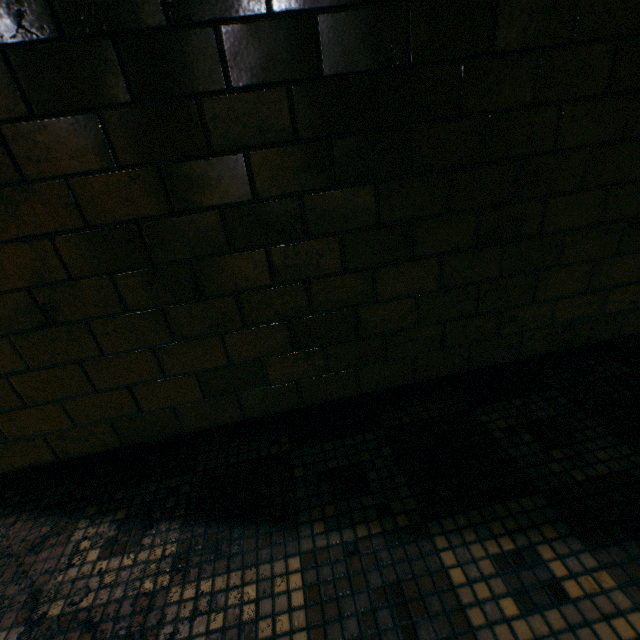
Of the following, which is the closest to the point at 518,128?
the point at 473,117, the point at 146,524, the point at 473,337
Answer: the point at 473,117
